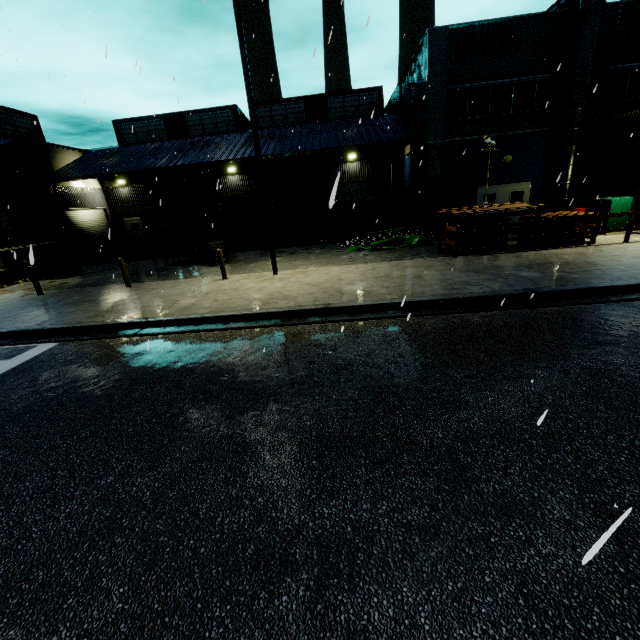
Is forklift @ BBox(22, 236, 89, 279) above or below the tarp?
above

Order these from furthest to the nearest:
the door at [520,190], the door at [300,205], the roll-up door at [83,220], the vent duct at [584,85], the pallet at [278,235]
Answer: the door at [300,205]
the roll-up door at [83,220]
the pallet at [278,235]
the door at [520,190]
the vent duct at [584,85]

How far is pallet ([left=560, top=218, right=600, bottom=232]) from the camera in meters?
12.1 m

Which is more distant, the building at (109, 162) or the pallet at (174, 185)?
the building at (109, 162)

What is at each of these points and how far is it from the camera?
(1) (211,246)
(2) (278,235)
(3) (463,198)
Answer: (1) forklift, 16.5m
(2) pallet, 21.1m
(3) electrical box, 18.5m

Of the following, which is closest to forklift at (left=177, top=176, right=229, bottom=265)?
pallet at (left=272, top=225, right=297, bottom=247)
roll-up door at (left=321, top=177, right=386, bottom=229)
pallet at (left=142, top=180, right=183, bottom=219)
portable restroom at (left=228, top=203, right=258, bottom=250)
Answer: pallet at (left=142, top=180, right=183, bottom=219)

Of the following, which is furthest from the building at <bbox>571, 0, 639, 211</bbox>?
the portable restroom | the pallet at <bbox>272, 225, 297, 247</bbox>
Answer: the pallet at <bbox>272, 225, 297, 247</bbox>

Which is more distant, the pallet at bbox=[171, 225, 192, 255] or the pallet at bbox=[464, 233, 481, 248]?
the pallet at bbox=[171, 225, 192, 255]
